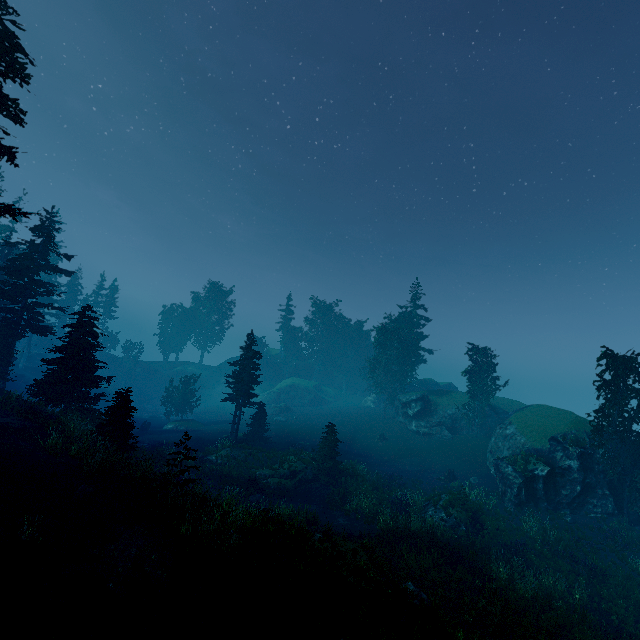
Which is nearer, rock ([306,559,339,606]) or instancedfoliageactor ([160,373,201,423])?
rock ([306,559,339,606])

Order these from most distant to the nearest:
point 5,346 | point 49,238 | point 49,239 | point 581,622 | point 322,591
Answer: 1. point 49,238
2. point 49,239
3. point 5,346
4. point 581,622
5. point 322,591

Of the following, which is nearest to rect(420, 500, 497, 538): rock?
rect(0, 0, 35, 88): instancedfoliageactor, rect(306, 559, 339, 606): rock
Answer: rect(0, 0, 35, 88): instancedfoliageactor

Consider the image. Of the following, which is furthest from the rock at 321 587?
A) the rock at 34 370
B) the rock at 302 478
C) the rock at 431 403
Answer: the rock at 34 370

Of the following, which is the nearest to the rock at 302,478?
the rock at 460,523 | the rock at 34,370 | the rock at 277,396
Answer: the rock at 460,523

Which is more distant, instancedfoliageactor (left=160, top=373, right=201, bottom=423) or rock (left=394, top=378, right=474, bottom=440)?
instancedfoliageactor (left=160, top=373, right=201, bottom=423)

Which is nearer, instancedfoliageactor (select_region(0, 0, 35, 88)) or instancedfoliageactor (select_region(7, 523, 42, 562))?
instancedfoliageactor (select_region(7, 523, 42, 562))
